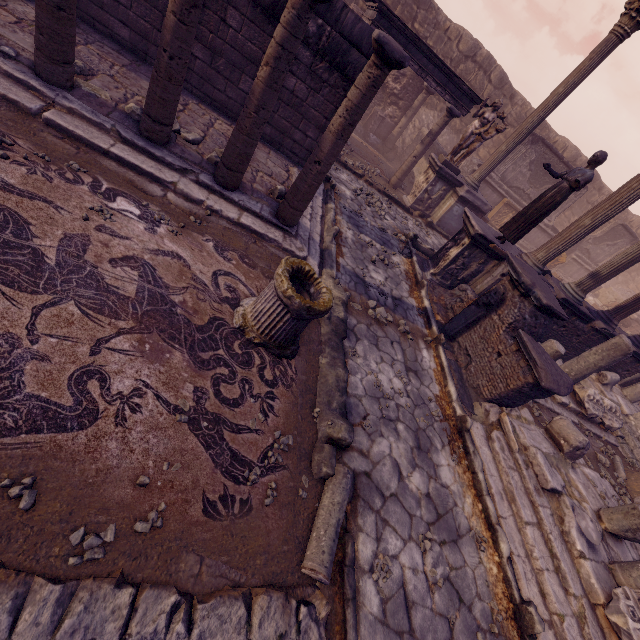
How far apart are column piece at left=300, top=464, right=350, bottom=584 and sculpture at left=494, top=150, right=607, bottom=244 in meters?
6.7

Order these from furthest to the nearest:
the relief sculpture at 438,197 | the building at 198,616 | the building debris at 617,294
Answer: the building debris at 617,294 → the relief sculpture at 438,197 → the building at 198,616

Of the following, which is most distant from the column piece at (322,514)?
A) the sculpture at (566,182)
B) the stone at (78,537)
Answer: the sculpture at (566,182)

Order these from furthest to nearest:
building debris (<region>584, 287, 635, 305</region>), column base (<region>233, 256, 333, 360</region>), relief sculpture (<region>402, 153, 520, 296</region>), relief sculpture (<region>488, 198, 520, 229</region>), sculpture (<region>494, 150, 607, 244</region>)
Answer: building debris (<region>584, 287, 635, 305</region>), relief sculpture (<region>488, 198, 520, 229</region>), relief sculpture (<region>402, 153, 520, 296</region>), sculpture (<region>494, 150, 607, 244</region>), column base (<region>233, 256, 333, 360</region>)

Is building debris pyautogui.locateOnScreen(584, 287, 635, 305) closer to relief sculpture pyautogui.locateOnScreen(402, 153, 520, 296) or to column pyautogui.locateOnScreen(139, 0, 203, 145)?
relief sculpture pyautogui.locateOnScreen(402, 153, 520, 296)

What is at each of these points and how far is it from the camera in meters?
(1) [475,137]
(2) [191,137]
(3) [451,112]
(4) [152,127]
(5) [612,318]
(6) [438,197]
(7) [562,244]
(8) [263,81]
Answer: (1) sculpture, 10.4 m
(2) rocks, 4.9 m
(3) column, 10.4 m
(4) column, 4.3 m
(5) column, 9.1 m
(6) relief sculpture, 11.5 m
(7) column, 7.4 m
(8) column, 3.8 m

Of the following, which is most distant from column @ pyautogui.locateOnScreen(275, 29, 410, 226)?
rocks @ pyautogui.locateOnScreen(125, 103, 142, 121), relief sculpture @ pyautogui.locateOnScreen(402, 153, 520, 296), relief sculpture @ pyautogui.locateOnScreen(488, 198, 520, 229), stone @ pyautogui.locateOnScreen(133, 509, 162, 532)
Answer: relief sculpture @ pyautogui.locateOnScreen(488, 198, 520, 229)

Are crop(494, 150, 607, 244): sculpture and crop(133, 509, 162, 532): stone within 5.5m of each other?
no
